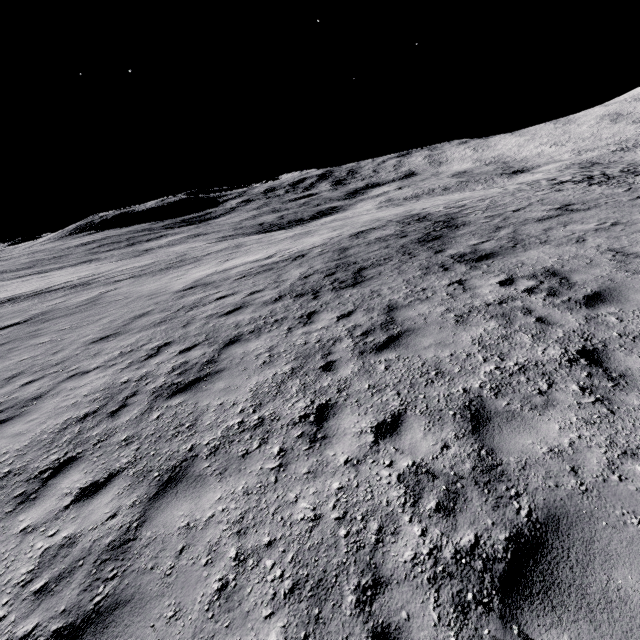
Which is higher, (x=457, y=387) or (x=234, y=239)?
(x=457, y=387)
